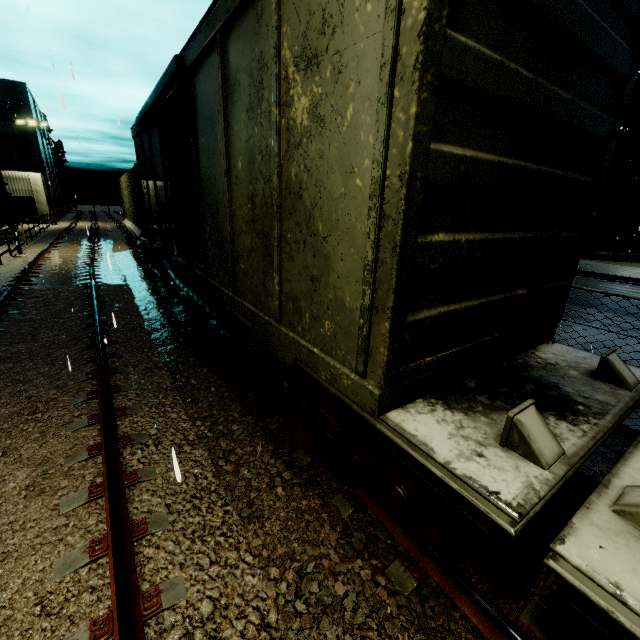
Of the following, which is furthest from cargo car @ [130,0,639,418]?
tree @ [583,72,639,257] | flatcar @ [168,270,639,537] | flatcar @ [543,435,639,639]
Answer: tree @ [583,72,639,257]

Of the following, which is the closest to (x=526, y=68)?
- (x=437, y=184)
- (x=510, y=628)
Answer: (x=437, y=184)

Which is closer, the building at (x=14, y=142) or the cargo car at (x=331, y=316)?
the cargo car at (x=331, y=316)

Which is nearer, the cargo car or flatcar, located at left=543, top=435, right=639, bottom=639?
flatcar, located at left=543, top=435, right=639, bottom=639

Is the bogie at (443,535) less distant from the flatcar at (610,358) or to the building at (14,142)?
the flatcar at (610,358)

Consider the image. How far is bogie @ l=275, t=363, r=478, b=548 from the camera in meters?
2.5

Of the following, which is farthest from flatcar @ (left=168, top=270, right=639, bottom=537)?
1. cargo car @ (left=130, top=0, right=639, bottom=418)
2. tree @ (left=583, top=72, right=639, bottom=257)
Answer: tree @ (left=583, top=72, right=639, bottom=257)

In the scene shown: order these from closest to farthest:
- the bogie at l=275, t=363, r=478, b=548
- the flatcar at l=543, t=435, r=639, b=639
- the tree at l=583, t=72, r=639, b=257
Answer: the flatcar at l=543, t=435, r=639, b=639, the bogie at l=275, t=363, r=478, b=548, the tree at l=583, t=72, r=639, b=257
